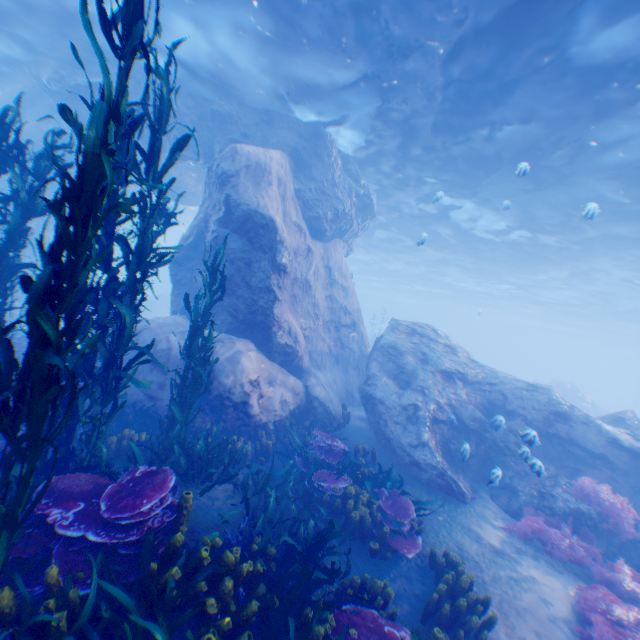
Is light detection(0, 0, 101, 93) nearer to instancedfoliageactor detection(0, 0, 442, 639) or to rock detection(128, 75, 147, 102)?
rock detection(128, 75, 147, 102)

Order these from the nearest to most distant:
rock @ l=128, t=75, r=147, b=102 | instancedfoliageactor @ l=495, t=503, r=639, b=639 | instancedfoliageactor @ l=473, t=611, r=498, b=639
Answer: instancedfoliageactor @ l=473, t=611, r=498, b=639, instancedfoliageactor @ l=495, t=503, r=639, b=639, rock @ l=128, t=75, r=147, b=102

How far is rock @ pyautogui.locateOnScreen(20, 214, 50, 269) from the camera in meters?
18.7

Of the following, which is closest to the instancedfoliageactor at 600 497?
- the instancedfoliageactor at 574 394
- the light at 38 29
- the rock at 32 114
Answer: the rock at 32 114

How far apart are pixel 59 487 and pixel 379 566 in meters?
5.4

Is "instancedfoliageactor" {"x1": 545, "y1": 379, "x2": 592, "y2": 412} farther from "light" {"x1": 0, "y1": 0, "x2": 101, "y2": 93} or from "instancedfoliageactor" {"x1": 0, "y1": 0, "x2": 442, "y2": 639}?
"instancedfoliageactor" {"x1": 0, "y1": 0, "x2": 442, "y2": 639}

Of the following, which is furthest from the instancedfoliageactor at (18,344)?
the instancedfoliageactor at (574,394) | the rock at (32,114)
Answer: the instancedfoliageactor at (574,394)
